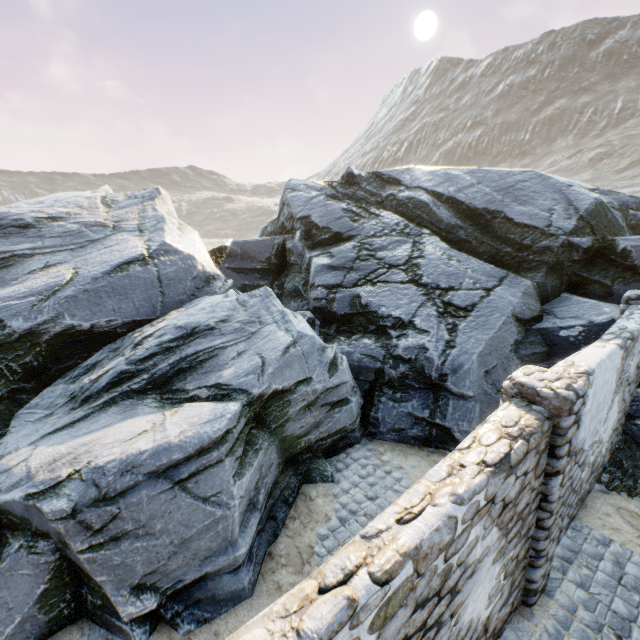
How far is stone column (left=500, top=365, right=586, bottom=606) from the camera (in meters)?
3.58

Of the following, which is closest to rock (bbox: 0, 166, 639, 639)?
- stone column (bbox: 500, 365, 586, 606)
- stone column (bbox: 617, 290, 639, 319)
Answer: stone column (bbox: 617, 290, 639, 319)

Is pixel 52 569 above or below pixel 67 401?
below

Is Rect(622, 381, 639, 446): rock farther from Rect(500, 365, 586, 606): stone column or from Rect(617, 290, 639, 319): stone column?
Rect(500, 365, 586, 606): stone column

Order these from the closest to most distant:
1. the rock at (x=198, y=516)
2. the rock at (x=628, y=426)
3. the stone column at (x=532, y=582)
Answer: the stone column at (x=532, y=582)
the rock at (x=198, y=516)
the rock at (x=628, y=426)

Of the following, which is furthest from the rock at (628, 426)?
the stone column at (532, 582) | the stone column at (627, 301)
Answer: the stone column at (532, 582)

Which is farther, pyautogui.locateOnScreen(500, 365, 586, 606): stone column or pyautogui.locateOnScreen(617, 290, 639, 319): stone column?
pyautogui.locateOnScreen(617, 290, 639, 319): stone column
